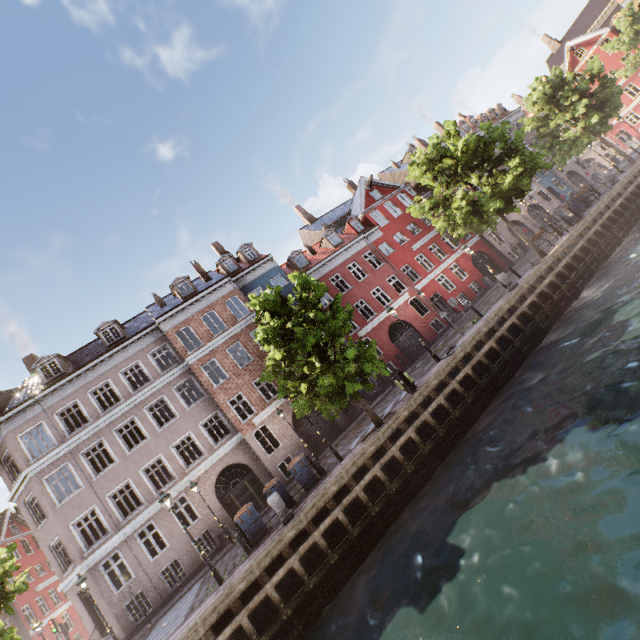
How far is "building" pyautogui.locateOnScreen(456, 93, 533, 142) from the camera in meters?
38.6

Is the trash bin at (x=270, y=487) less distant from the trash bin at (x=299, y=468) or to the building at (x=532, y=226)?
the trash bin at (x=299, y=468)

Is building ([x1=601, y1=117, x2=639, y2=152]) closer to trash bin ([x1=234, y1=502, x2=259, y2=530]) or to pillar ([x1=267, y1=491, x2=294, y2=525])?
pillar ([x1=267, y1=491, x2=294, y2=525])

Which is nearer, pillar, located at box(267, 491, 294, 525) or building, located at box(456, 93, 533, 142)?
pillar, located at box(267, 491, 294, 525)

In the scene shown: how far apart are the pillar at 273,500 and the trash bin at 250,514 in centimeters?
134cm

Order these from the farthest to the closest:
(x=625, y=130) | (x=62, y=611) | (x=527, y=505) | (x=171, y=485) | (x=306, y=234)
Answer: (x=625, y=130) → (x=306, y=234) → (x=62, y=611) → (x=171, y=485) → (x=527, y=505)
